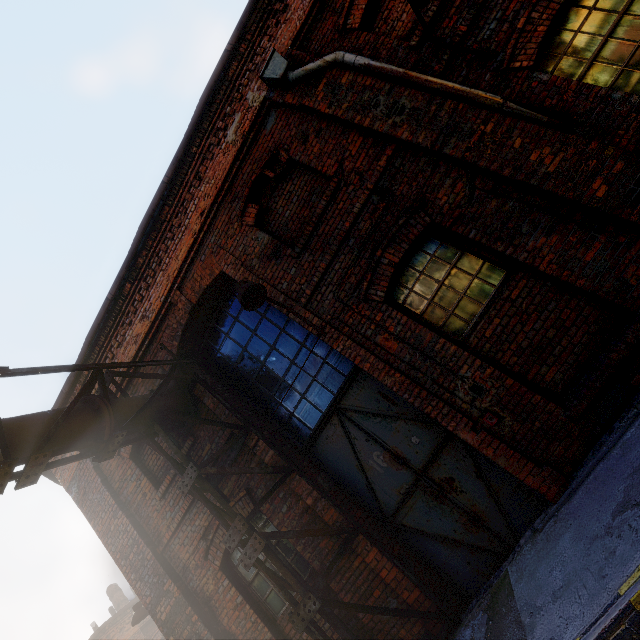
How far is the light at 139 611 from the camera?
7.8 meters

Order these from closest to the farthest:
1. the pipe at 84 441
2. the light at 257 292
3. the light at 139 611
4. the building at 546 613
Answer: the building at 546 613
the pipe at 84 441
the light at 257 292
the light at 139 611

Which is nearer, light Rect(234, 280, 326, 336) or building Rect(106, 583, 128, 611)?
light Rect(234, 280, 326, 336)

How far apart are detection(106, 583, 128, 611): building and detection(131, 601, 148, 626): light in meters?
13.3 m

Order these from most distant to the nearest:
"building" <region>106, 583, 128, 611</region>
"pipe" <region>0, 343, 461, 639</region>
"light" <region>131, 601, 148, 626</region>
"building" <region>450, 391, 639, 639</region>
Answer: "building" <region>106, 583, 128, 611</region> < "light" <region>131, 601, 148, 626</region> < "pipe" <region>0, 343, 461, 639</region> < "building" <region>450, 391, 639, 639</region>

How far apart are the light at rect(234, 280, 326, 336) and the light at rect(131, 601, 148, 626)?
8.5 meters

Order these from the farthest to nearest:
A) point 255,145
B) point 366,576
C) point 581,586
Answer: point 255,145
point 366,576
point 581,586

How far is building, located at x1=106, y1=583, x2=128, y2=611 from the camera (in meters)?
17.22
